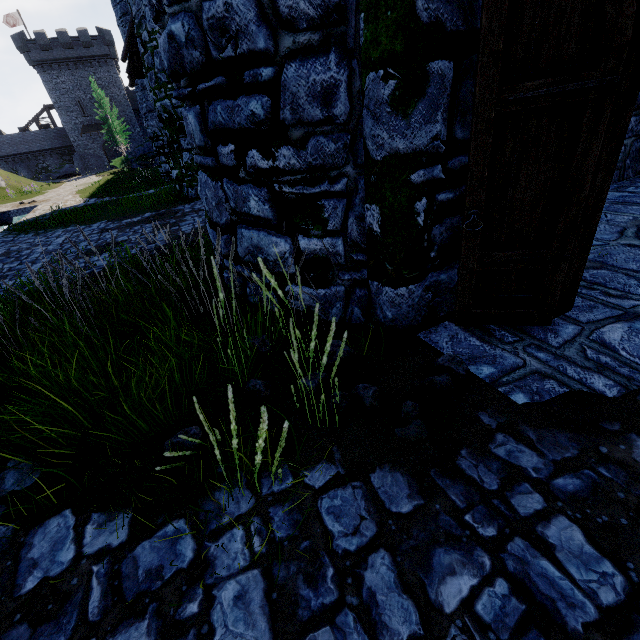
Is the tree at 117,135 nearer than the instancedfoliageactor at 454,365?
No

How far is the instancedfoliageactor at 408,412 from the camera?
2.28m

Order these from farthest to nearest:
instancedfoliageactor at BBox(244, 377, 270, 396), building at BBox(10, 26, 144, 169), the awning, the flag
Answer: the flag → building at BBox(10, 26, 144, 169) → the awning → instancedfoliageactor at BBox(244, 377, 270, 396)

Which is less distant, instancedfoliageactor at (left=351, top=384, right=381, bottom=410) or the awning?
instancedfoliageactor at (left=351, top=384, right=381, bottom=410)

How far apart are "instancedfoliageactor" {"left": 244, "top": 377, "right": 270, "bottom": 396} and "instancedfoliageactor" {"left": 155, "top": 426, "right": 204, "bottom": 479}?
0.5 meters

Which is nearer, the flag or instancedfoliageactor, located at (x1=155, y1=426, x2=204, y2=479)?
instancedfoliageactor, located at (x1=155, y1=426, x2=204, y2=479)

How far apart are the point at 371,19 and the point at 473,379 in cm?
257

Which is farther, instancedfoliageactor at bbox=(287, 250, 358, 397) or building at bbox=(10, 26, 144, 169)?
building at bbox=(10, 26, 144, 169)
